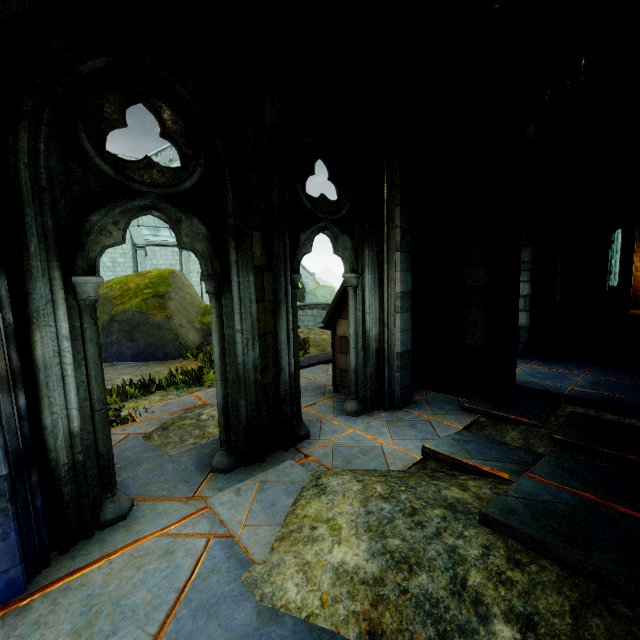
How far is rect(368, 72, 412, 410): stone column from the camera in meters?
4.7 m

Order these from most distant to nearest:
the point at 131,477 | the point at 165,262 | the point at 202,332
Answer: the point at 165,262, the point at 202,332, the point at 131,477

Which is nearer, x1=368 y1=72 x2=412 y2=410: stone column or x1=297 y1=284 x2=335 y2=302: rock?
x1=368 y1=72 x2=412 y2=410: stone column

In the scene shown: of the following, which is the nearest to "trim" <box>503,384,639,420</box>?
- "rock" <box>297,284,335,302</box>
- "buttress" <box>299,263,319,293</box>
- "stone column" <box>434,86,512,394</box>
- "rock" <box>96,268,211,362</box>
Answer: "stone column" <box>434,86,512,394</box>

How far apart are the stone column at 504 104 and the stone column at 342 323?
1.3m

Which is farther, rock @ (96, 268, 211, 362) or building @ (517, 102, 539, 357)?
rock @ (96, 268, 211, 362)

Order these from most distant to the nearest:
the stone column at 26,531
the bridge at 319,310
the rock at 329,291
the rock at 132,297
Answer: the rock at 329,291 → the bridge at 319,310 → the rock at 132,297 → the stone column at 26,531

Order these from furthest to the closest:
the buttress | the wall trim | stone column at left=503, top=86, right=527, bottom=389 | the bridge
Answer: the buttress → the bridge → the wall trim → stone column at left=503, top=86, right=527, bottom=389
